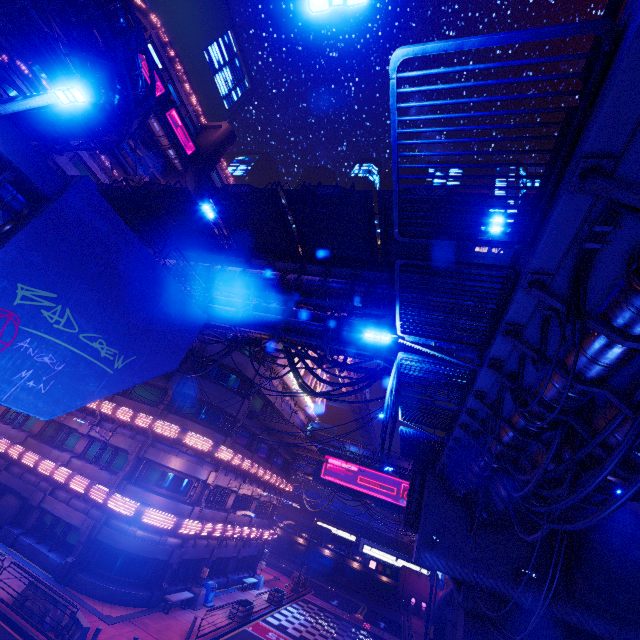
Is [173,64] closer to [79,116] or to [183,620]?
[79,116]

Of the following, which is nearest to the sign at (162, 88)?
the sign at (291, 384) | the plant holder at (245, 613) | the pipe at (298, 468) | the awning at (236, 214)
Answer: the sign at (291, 384)

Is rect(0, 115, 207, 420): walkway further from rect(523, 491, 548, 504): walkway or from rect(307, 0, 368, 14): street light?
rect(523, 491, 548, 504): walkway

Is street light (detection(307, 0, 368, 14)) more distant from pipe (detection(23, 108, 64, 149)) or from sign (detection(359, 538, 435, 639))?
sign (detection(359, 538, 435, 639))

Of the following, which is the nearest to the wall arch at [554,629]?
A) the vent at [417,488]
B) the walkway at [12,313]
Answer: the vent at [417,488]

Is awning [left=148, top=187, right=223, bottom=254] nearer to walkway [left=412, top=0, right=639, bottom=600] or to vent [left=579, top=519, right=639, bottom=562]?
walkway [left=412, top=0, right=639, bottom=600]

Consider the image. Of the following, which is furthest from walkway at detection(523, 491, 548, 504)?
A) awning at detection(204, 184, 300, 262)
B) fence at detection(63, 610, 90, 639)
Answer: fence at detection(63, 610, 90, 639)

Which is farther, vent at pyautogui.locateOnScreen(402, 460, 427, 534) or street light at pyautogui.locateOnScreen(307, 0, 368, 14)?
vent at pyautogui.locateOnScreen(402, 460, 427, 534)
